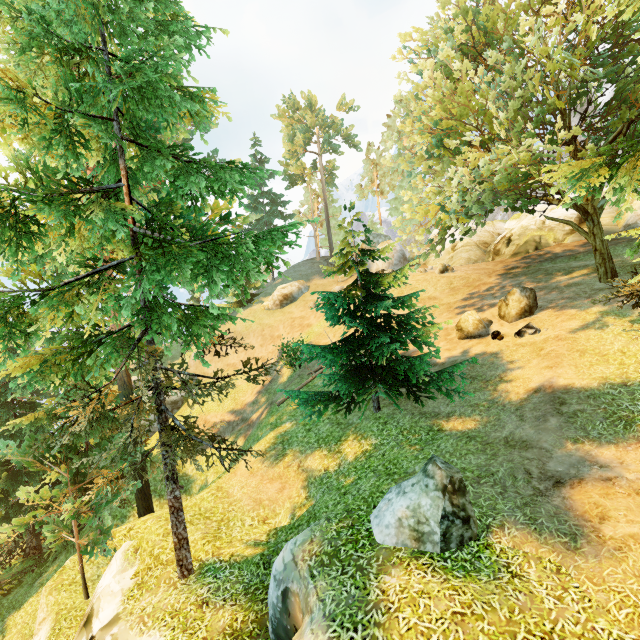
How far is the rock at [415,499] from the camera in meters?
6.3 m

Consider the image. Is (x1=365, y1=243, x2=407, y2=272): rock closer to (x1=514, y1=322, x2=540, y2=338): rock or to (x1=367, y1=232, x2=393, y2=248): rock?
(x1=367, y1=232, x2=393, y2=248): rock

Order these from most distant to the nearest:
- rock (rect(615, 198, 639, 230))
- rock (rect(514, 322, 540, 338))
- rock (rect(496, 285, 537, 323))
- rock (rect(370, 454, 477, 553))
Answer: rock (rect(615, 198, 639, 230)) → rock (rect(496, 285, 537, 323)) → rock (rect(514, 322, 540, 338)) → rock (rect(370, 454, 477, 553))

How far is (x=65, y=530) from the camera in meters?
14.3 m

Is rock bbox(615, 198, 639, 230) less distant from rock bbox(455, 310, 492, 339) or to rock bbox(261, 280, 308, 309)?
rock bbox(455, 310, 492, 339)

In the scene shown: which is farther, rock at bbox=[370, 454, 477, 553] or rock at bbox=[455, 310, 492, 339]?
rock at bbox=[455, 310, 492, 339]

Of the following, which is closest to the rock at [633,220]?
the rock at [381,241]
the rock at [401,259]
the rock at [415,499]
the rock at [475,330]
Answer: the rock at [475,330]

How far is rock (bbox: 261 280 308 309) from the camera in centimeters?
3516cm
